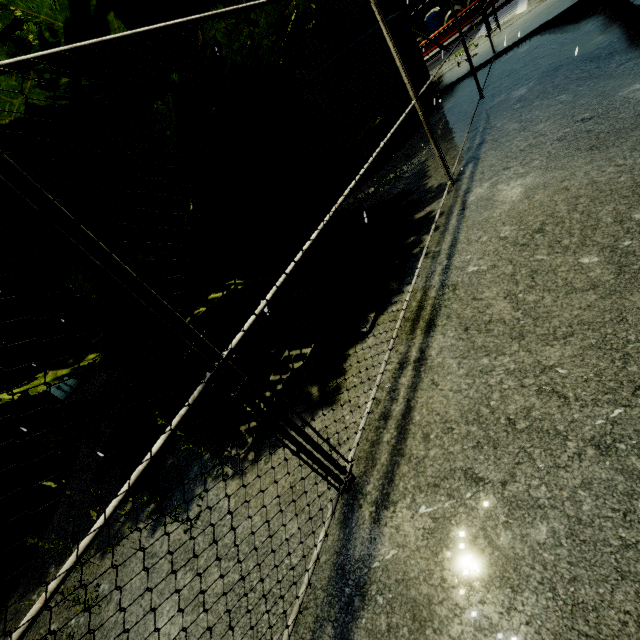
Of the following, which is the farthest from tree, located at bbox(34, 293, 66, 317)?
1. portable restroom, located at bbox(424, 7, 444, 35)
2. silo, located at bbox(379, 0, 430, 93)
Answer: portable restroom, located at bbox(424, 7, 444, 35)

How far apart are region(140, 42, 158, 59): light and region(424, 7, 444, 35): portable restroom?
43.2m

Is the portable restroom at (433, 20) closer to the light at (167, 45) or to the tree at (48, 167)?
the tree at (48, 167)

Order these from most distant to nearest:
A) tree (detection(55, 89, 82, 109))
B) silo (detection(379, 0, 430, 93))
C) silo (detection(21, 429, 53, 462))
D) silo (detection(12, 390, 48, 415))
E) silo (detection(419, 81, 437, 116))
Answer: silo (detection(419, 81, 437, 116)), silo (detection(379, 0, 430, 93)), silo (detection(12, 390, 48, 415)), silo (detection(21, 429, 53, 462)), tree (detection(55, 89, 82, 109))

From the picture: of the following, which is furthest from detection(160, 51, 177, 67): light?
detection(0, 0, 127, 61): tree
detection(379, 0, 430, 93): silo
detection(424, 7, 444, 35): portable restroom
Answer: detection(424, 7, 444, 35): portable restroom

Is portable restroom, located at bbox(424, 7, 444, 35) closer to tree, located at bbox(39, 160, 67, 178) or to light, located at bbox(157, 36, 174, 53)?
tree, located at bbox(39, 160, 67, 178)

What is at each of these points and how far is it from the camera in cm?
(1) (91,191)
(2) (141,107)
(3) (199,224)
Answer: (1) tree, 402
(2) tree, 460
(3) tree, 420

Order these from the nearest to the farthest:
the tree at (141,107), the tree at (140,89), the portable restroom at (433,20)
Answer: the tree at (140,89) → the tree at (141,107) → the portable restroom at (433,20)
